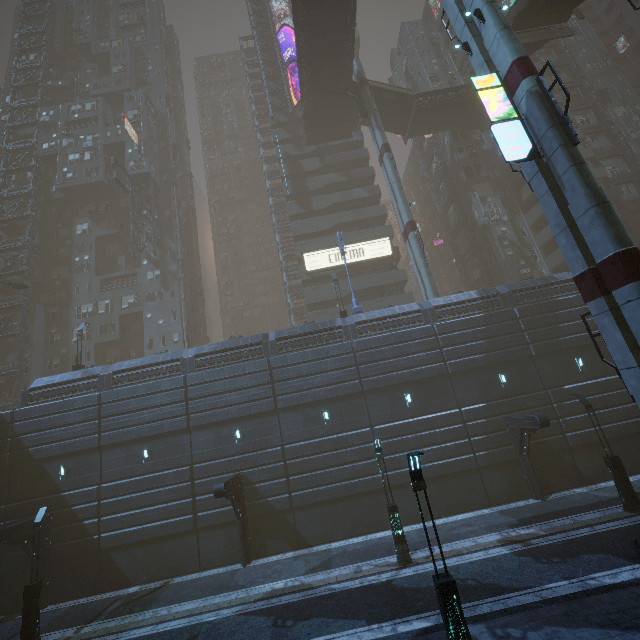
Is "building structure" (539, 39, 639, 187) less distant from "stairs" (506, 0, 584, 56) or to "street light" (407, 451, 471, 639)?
"stairs" (506, 0, 584, 56)

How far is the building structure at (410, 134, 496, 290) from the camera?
38.4m

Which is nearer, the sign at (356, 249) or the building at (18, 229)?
the sign at (356, 249)

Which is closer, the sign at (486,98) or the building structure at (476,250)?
the sign at (486,98)

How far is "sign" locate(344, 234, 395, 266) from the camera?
37.1m

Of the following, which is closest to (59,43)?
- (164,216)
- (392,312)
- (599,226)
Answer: (164,216)

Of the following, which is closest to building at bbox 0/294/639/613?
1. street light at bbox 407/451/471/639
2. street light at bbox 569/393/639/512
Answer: street light at bbox 407/451/471/639
